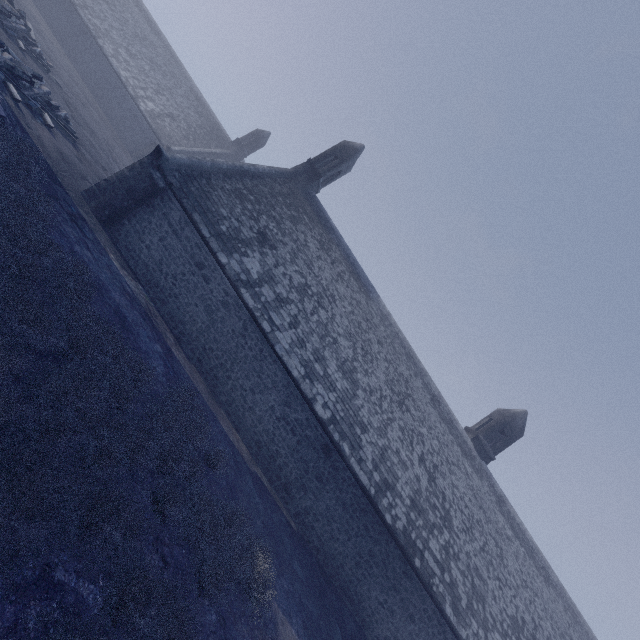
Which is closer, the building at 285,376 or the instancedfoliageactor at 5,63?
the instancedfoliageactor at 5,63

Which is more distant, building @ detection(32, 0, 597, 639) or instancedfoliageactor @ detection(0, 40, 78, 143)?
building @ detection(32, 0, 597, 639)

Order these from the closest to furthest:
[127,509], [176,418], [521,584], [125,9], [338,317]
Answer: [127,509], [176,418], [338,317], [521,584], [125,9]

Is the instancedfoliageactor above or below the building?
below

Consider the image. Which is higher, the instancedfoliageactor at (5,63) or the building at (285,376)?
the building at (285,376)
